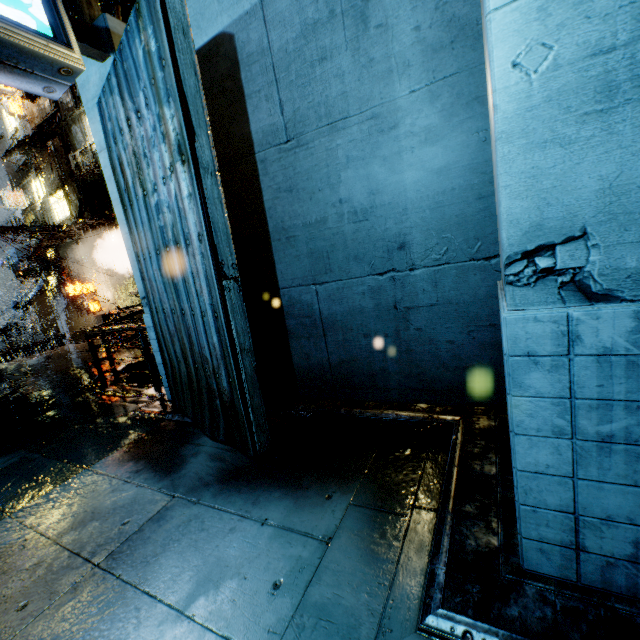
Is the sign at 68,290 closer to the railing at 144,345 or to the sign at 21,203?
the railing at 144,345

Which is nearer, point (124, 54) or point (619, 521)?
point (619, 521)

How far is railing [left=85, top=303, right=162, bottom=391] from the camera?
7.1 meters

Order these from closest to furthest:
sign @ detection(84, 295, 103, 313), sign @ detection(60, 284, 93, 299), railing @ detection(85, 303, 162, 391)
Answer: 1. railing @ detection(85, 303, 162, 391)
2. sign @ detection(60, 284, 93, 299)
3. sign @ detection(84, 295, 103, 313)

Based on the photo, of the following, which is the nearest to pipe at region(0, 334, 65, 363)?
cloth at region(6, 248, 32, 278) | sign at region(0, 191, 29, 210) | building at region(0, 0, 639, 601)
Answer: building at region(0, 0, 639, 601)

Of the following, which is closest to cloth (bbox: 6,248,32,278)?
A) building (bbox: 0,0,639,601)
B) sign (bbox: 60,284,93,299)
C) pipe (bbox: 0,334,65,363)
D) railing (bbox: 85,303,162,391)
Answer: building (bbox: 0,0,639,601)

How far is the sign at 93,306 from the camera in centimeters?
2254cm

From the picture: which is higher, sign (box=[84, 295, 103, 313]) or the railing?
sign (box=[84, 295, 103, 313])
